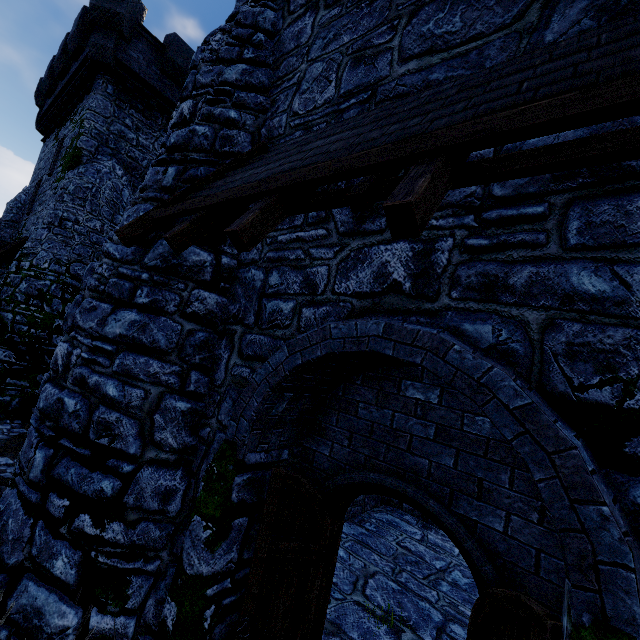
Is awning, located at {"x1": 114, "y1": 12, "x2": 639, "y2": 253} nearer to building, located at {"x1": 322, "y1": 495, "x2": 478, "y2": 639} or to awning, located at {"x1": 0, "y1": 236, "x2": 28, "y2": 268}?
building, located at {"x1": 322, "y1": 495, "x2": 478, "y2": 639}

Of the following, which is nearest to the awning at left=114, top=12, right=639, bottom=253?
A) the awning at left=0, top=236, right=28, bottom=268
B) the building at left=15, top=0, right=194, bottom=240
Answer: the building at left=15, top=0, right=194, bottom=240

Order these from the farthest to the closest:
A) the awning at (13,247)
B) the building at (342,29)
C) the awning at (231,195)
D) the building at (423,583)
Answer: the awning at (13,247)
the building at (423,583)
the building at (342,29)
the awning at (231,195)

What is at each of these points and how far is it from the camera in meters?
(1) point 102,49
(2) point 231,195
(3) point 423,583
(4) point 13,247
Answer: (1) building, 12.9
(2) awning, 2.8
(3) building, 6.6
(4) awning, 13.2

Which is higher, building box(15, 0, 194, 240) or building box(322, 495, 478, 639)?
building box(15, 0, 194, 240)

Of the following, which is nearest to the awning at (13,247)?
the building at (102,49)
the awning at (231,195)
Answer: the building at (102,49)
